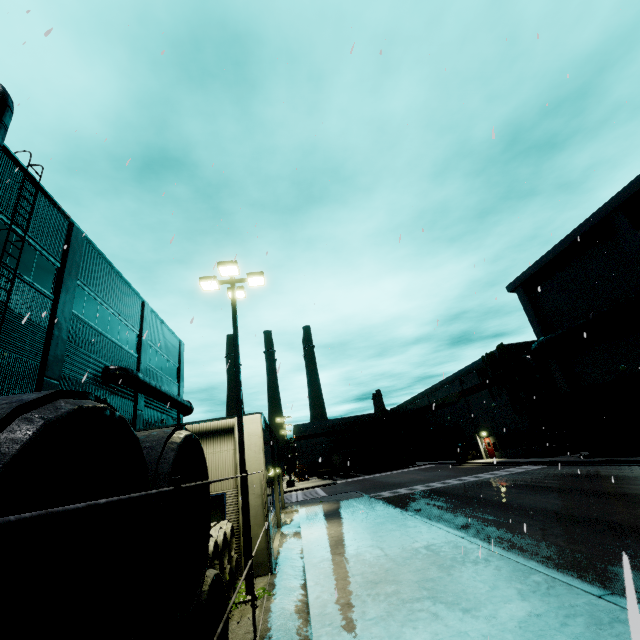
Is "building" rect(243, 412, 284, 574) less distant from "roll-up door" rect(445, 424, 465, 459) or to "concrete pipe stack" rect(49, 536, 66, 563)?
"roll-up door" rect(445, 424, 465, 459)

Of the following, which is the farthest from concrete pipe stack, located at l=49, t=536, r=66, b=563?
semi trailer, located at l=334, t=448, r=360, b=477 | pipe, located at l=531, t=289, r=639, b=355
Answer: semi trailer, located at l=334, t=448, r=360, b=477

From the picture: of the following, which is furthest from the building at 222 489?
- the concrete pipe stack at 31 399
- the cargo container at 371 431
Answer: the concrete pipe stack at 31 399

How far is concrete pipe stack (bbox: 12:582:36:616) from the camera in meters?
2.4

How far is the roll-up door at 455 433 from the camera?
44.3 meters

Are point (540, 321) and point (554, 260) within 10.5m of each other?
yes

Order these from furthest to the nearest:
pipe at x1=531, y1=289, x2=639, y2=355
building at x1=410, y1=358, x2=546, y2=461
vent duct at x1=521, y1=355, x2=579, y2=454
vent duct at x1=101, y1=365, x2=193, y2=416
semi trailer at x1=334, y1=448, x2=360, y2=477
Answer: semi trailer at x1=334, y1=448, x2=360, y2=477
building at x1=410, y1=358, x2=546, y2=461
vent duct at x1=521, y1=355, x2=579, y2=454
pipe at x1=531, y1=289, x2=639, y2=355
vent duct at x1=101, y1=365, x2=193, y2=416

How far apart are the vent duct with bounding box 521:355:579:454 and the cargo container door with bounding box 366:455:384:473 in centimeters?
2658cm
